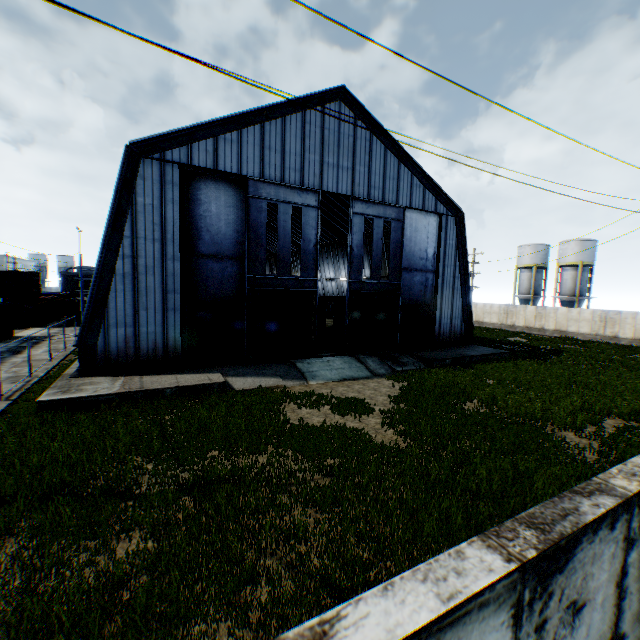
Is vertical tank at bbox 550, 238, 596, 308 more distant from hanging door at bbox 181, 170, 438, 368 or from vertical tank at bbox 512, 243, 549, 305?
hanging door at bbox 181, 170, 438, 368

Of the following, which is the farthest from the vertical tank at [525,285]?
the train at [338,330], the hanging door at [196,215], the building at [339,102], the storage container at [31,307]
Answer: the storage container at [31,307]

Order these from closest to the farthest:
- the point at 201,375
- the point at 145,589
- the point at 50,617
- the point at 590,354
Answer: the point at 50,617 → the point at 145,589 → the point at 201,375 → the point at 590,354

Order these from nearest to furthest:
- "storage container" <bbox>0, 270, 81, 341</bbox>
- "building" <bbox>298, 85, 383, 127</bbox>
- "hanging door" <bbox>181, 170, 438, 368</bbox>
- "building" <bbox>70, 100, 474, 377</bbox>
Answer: "building" <bbox>70, 100, 474, 377</bbox>
"hanging door" <bbox>181, 170, 438, 368</bbox>
"building" <bbox>298, 85, 383, 127</bbox>
"storage container" <bbox>0, 270, 81, 341</bbox>

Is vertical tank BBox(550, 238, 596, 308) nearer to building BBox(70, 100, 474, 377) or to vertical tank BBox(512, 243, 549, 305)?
vertical tank BBox(512, 243, 549, 305)

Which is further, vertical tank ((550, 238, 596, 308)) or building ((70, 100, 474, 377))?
vertical tank ((550, 238, 596, 308))

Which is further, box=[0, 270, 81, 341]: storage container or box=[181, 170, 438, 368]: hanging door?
box=[0, 270, 81, 341]: storage container

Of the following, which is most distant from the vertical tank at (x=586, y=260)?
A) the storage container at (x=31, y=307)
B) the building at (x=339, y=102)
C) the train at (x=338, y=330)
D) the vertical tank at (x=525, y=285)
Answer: the storage container at (x=31, y=307)
